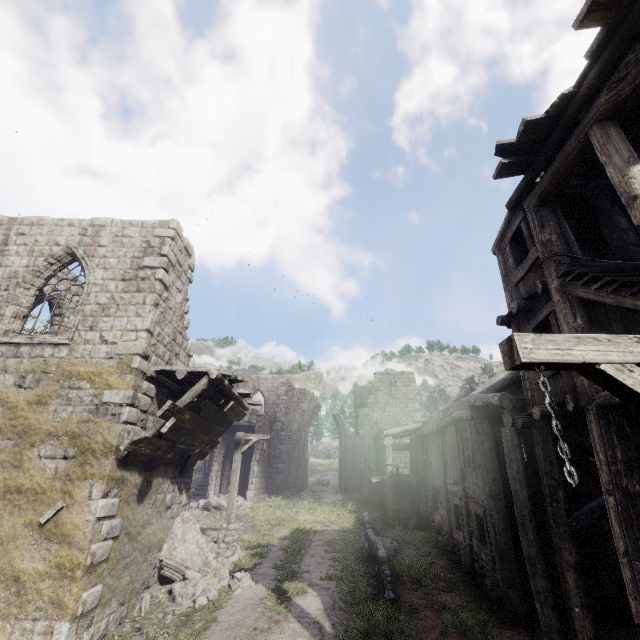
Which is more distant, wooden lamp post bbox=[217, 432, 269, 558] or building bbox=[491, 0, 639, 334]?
wooden lamp post bbox=[217, 432, 269, 558]

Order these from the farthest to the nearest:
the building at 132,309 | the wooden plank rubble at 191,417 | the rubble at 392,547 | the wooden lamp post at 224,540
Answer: the rubble at 392,547 < the wooden lamp post at 224,540 < the wooden plank rubble at 191,417 < the building at 132,309

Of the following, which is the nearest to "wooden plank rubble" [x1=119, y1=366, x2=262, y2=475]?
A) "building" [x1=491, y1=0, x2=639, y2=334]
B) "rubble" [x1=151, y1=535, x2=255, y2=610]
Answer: "building" [x1=491, y1=0, x2=639, y2=334]

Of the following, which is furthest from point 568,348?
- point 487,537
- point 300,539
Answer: point 300,539

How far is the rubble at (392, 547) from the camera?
13.2m

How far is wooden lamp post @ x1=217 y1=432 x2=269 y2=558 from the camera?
12.7m

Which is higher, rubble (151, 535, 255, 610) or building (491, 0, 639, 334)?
building (491, 0, 639, 334)

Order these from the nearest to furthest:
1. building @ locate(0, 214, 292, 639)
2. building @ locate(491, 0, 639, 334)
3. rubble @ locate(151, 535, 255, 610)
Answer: building @ locate(491, 0, 639, 334) < building @ locate(0, 214, 292, 639) < rubble @ locate(151, 535, 255, 610)
